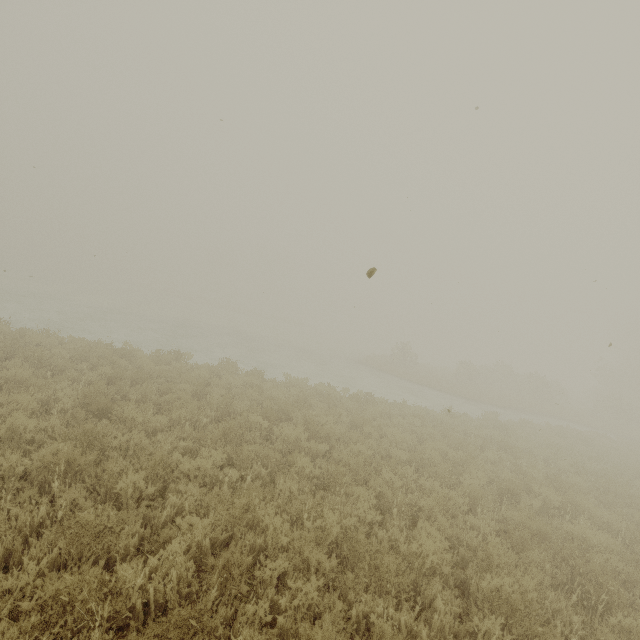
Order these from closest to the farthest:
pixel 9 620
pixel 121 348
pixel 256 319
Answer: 1. pixel 9 620
2. pixel 121 348
3. pixel 256 319
